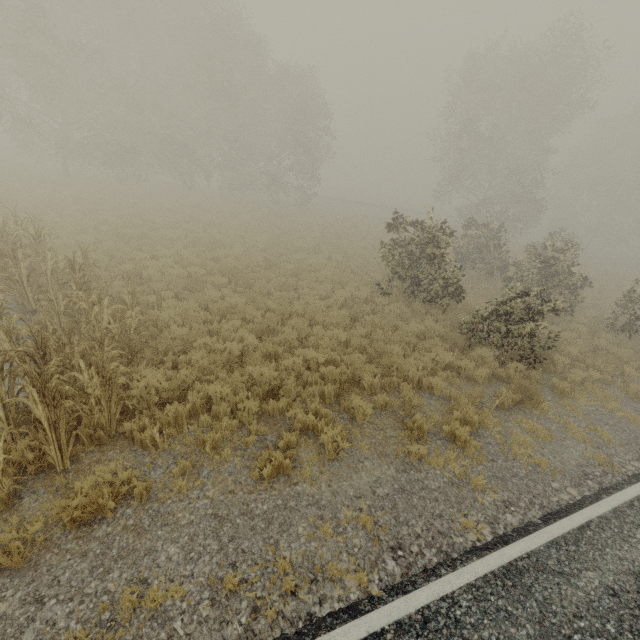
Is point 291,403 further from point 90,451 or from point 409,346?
point 409,346

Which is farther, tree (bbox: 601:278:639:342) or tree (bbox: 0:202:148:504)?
tree (bbox: 601:278:639:342)

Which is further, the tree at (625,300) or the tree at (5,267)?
the tree at (625,300)

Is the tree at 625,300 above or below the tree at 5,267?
above

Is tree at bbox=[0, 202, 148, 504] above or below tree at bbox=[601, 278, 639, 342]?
below
